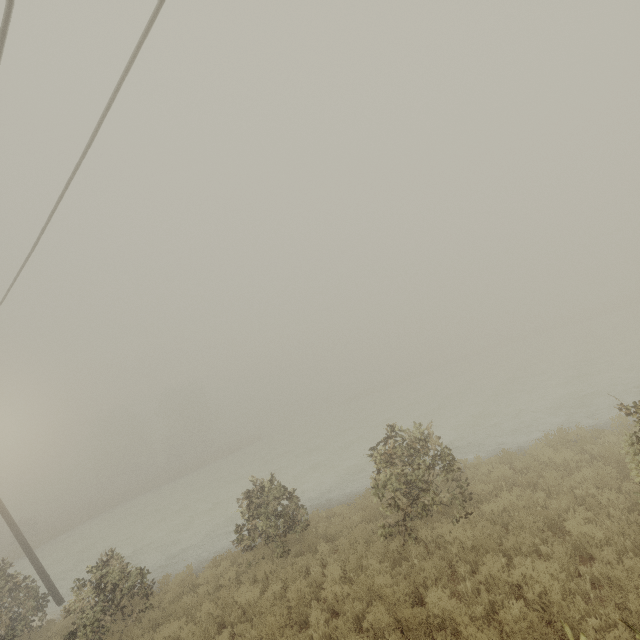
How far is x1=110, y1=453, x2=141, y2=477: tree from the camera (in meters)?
57.74

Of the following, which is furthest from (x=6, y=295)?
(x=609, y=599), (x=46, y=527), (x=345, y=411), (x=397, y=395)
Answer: (x=345, y=411)

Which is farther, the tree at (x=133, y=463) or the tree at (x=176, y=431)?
the tree at (x=133, y=463)

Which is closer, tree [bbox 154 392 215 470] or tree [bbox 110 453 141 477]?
tree [bbox 154 392 215 470]

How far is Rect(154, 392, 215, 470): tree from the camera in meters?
55.0

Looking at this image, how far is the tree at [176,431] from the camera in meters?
55.0
